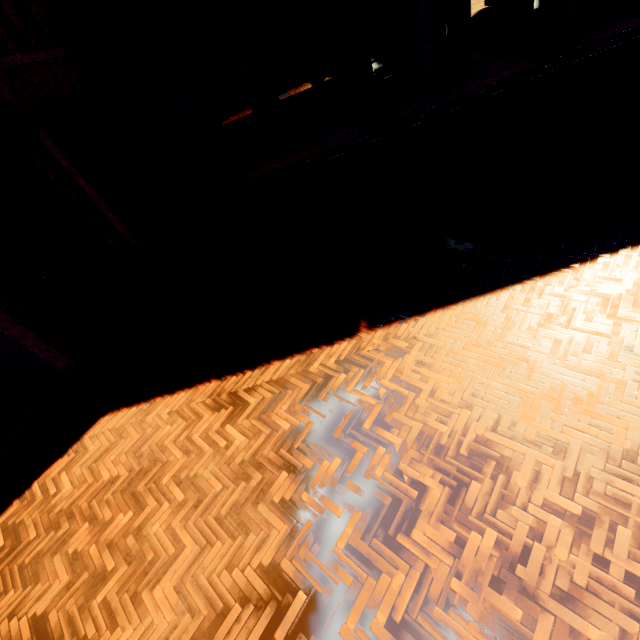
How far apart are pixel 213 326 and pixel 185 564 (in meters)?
3.37

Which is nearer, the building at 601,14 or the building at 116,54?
the building at 116,54

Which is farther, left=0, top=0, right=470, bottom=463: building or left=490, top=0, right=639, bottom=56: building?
left=490, top=0, right=639, bottom=56: building
